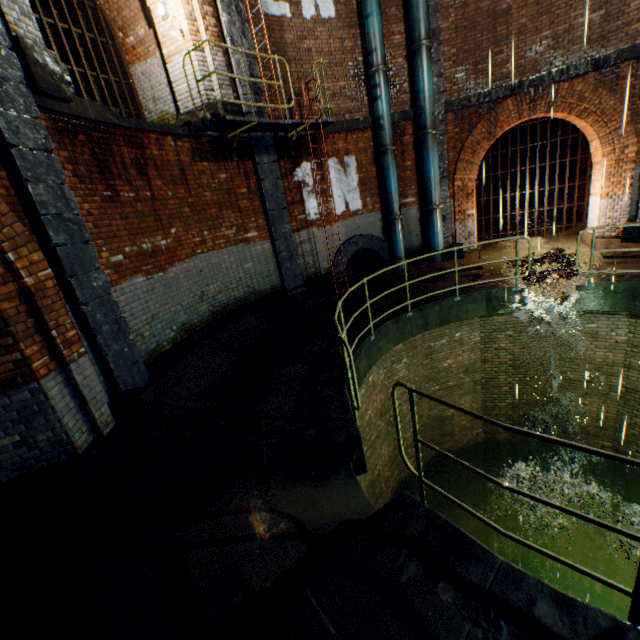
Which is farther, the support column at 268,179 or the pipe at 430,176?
the pipe at 430,176

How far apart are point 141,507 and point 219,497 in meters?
0.9 m

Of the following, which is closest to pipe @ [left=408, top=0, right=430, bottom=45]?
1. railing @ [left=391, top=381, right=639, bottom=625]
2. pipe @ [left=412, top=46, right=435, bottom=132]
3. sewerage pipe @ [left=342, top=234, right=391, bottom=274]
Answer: pipe @ [left=412, top=46, right=435, bottom=132]

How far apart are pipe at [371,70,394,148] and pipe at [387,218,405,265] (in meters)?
2.10

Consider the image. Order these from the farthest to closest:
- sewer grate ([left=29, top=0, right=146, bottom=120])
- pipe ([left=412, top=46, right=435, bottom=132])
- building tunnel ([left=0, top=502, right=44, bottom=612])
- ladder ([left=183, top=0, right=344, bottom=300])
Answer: pipe ([left=412, top=46, right=435, bottom=132]) < sewer grate ([left=29, top=0, right=146, bottom=120]) < ladder ([left=183, top=0, right=344, bottom=300]) < building tunnel ([left=0, top=502, right=44, bottom=612])

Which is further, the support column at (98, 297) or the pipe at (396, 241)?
the pipe at (396, 241)

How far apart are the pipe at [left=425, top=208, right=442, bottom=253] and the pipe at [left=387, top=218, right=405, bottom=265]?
0.8m

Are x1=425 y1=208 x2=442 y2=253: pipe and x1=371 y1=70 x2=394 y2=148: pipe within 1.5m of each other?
no
